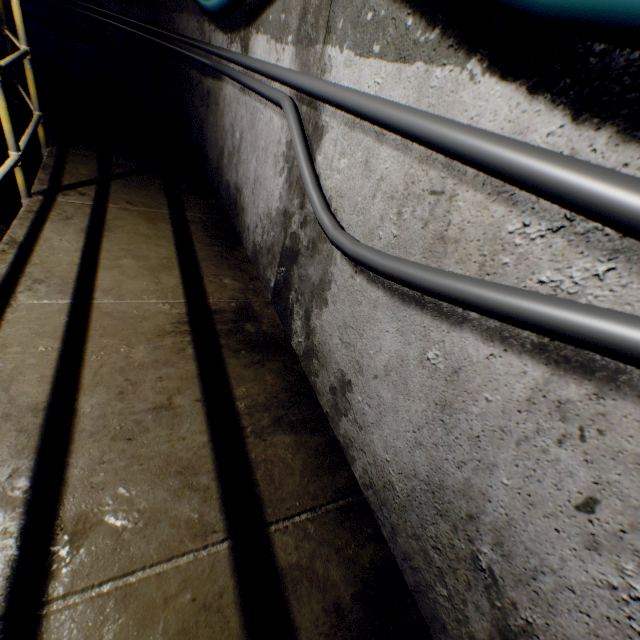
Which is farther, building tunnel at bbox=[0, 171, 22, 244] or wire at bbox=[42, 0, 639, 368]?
building tunnel at bbox=[0, 171, 22, 244]

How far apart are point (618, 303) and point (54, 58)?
8.2 meters

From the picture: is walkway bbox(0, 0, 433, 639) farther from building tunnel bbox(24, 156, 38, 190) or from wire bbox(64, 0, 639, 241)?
wire bbox(64, 0, 639, 241)

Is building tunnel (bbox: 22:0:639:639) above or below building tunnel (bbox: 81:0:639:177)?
below

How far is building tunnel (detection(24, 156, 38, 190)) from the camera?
4.3m

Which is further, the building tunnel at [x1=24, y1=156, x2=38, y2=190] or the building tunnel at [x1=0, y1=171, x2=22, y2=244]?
the building tunnel at [x1=24, y1=156, x2=38, y2=190]

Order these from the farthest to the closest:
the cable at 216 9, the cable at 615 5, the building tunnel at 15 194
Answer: the building tunnel at 15 194 < the cable at 216 9 < the cable at 615 5

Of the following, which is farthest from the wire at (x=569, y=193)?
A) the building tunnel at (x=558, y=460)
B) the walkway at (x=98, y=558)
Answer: the walkway at (x=98, y=558)
